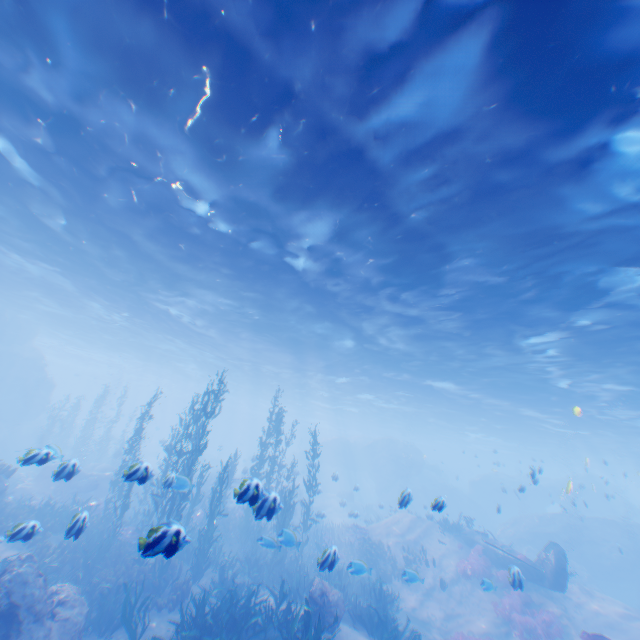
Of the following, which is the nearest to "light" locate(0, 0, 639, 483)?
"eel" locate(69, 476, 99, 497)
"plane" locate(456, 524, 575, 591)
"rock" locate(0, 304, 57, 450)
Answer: "rock" locate(0, 304, 57, 450)

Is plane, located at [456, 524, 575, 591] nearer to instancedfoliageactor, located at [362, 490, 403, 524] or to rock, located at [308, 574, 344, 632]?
rock, located at [308, 574, 344, 632]

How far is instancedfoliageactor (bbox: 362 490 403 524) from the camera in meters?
24.7

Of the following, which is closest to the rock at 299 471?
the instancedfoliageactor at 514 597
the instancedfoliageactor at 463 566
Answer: the instancedfoliageactor at 514 597

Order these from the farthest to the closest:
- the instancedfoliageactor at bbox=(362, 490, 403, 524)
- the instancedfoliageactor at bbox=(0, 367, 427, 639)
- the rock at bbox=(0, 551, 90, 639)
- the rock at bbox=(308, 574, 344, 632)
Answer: the instancedfoliageactor at bbox=(362, 490, 403, 524)
the rock at bbox=(308, 574, 344, 632)
the instancedfoliageactor at bbox=(0, 367, 427, 639)
the rock at bbox=(0, 551, 90, 639)

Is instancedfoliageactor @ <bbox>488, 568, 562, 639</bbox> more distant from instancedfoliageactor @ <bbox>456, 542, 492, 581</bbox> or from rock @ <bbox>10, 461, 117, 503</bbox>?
rock @ <bbox>10, 461, 117, 503</bbox>

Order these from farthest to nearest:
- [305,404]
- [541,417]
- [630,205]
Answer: [305,404]
[541,417]
[630,205]
